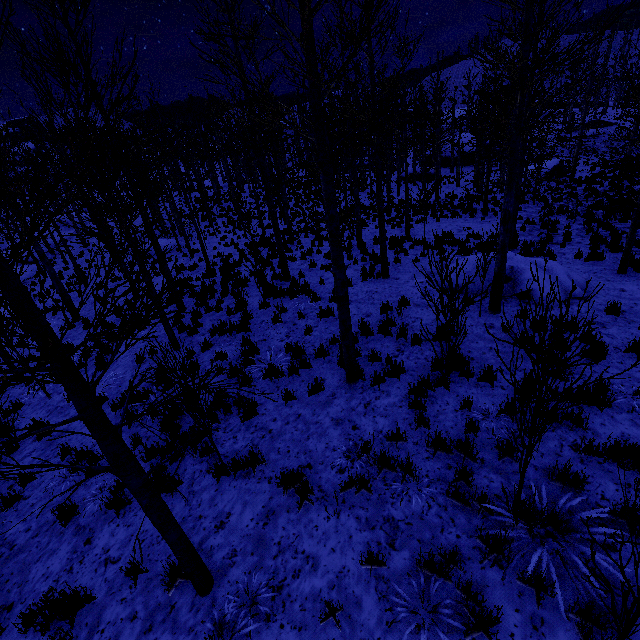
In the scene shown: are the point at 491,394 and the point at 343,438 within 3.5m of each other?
yes

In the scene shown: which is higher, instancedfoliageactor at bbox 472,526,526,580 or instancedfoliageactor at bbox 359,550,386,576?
instancedfoliageactor at bbox 472,526,526,580

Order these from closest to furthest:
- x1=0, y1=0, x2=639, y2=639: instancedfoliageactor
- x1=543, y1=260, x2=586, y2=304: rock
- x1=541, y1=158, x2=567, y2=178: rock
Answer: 1. x1=0, y1=0, x2=639, y2=639: instancedfoliageactor
2. x1=543, y1=260, x2=586, y2=304: rock
3. x1=541, y1=158, x2=567, y2=178: rock

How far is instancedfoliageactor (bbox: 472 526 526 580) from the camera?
3.2 meters

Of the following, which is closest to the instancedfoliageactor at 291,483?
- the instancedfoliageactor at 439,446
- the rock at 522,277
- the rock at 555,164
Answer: the instancedfoliageactor at 439,446

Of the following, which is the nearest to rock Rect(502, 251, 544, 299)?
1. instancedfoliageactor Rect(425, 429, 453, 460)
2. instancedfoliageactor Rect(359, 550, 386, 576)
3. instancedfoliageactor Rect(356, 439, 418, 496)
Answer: instancedfoliageactor Rect(425, 429, 453, 460)

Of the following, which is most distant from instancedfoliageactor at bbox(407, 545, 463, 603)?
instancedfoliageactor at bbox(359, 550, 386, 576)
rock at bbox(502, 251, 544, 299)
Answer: rock at bbox(502, 251, 544, 299)

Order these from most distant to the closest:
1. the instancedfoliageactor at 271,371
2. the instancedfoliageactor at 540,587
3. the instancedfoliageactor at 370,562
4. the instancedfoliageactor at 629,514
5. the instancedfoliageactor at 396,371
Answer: the instancedfoliageactor at 271,371, the instancedfoliageactor at 396,371, the instancedfoliageactor at 370,562, the instancedfoliageactor at 540,587, the instancedfoliageactor at 629,514
